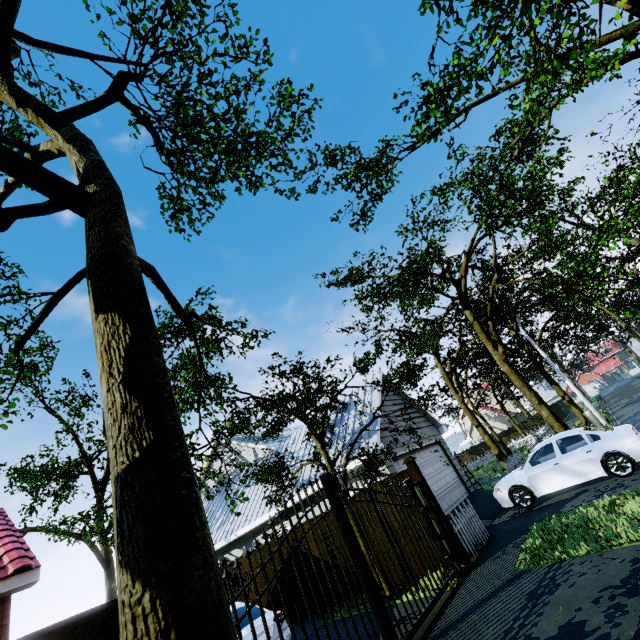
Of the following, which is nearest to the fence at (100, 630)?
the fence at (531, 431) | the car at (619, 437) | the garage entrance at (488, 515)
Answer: the fence at (531, 431)

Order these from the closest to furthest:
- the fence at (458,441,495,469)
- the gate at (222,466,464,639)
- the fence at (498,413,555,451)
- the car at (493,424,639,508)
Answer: the gate at (222,466,464,639)
the car at (493,424,639,508)
the fence at (498,413,555,451)
the fence at (458,441,495,469)

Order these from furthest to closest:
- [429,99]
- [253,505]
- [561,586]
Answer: [253,505]
[429,99]
[561,586]

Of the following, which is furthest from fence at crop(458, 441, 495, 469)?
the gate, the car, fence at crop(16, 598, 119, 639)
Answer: fence at crop(16, 598, 119, 639)

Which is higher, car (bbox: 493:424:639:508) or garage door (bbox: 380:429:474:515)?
garage door (bbox: 380:429:474:515)

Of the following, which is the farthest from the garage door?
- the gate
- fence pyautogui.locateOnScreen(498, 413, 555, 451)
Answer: the gate

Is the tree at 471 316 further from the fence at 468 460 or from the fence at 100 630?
the fence at 100 630

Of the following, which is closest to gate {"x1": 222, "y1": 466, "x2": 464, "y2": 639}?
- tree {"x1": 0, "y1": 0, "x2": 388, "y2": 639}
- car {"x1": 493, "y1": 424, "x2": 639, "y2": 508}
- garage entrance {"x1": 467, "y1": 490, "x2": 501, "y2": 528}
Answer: tree {"x1": 0, "y1": 0, "x2": 388, "y2": 639}
